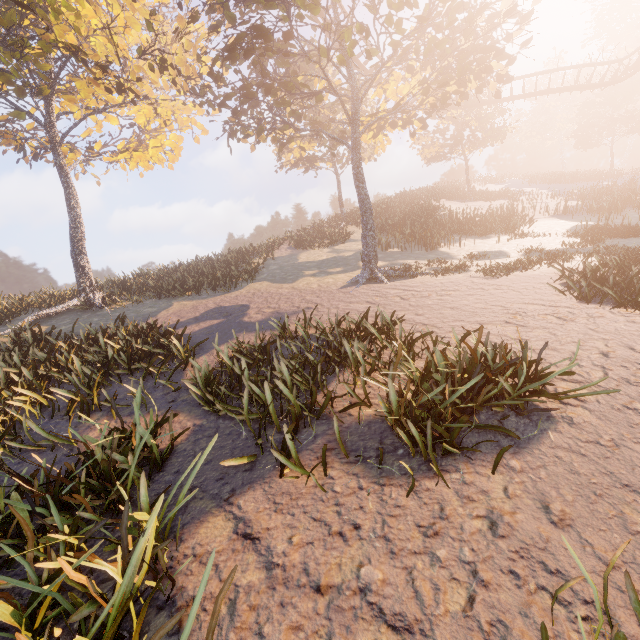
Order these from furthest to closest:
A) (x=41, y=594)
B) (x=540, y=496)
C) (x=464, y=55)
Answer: (x=464, y=55)
(x=540, y=496)
(x=41, y=594)
